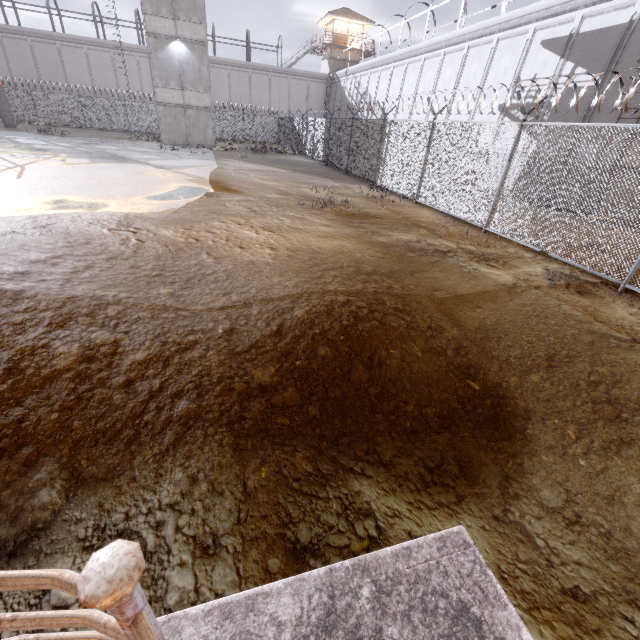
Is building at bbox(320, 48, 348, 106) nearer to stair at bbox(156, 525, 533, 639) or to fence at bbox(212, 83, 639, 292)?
fence at bbox(212, 83, 639, 292)

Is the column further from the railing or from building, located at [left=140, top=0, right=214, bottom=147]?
the railing

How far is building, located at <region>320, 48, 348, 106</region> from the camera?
40.8 meters

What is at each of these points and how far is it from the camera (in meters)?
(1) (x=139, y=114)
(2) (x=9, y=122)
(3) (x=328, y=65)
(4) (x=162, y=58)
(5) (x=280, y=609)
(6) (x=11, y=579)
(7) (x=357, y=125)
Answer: (1) fence, 33.75
(2) column, 25.88
(3) building, 41.50
(4) building, 23.00
(5) stair, 1.78
(6) railing, 0.89
(7) fence, 17.52

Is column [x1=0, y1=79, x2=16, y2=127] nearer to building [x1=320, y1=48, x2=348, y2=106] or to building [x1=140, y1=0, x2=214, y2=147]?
building [x1=140, y1=0, x2=214, y2=147]

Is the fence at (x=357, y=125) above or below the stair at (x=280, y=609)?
above

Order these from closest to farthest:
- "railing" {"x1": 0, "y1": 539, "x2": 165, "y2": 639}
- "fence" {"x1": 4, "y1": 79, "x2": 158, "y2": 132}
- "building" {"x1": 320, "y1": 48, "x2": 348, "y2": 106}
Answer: "railing" {"x1": 0, "y1": 539, "x2": 165, "y2": 639} → "fence" {"x1": 4, "y1": 79, "x2": 158, "y2": 132} → "building" {"x1": 320, "y1": 48, "x2": 348, "y2": 106}

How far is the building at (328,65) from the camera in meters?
40.8 m
